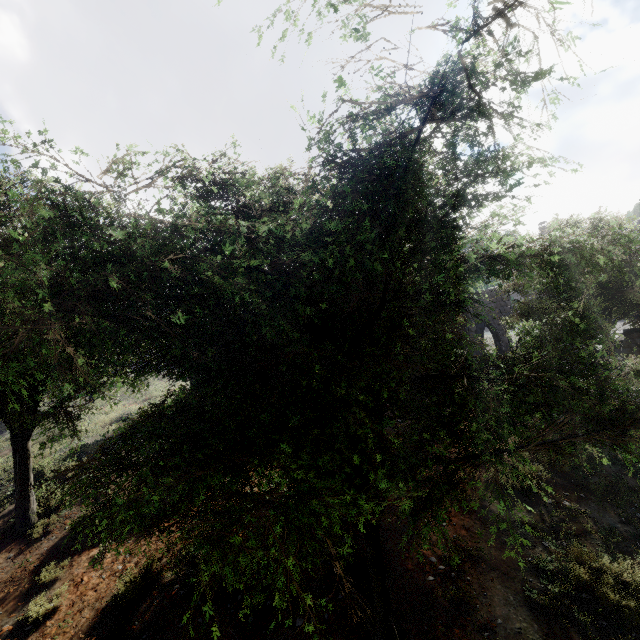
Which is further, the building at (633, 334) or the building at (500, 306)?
the building at (500, 306)

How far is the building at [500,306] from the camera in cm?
2033

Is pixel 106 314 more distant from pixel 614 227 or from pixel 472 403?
pixel 614 227

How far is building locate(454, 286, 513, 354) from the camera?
20.3 meters

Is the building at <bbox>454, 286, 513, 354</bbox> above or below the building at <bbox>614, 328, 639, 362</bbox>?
above

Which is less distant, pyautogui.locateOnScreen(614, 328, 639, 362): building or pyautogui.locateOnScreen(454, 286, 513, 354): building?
pyautogui.locateOnScreen(614, 328, 639, 362): building
